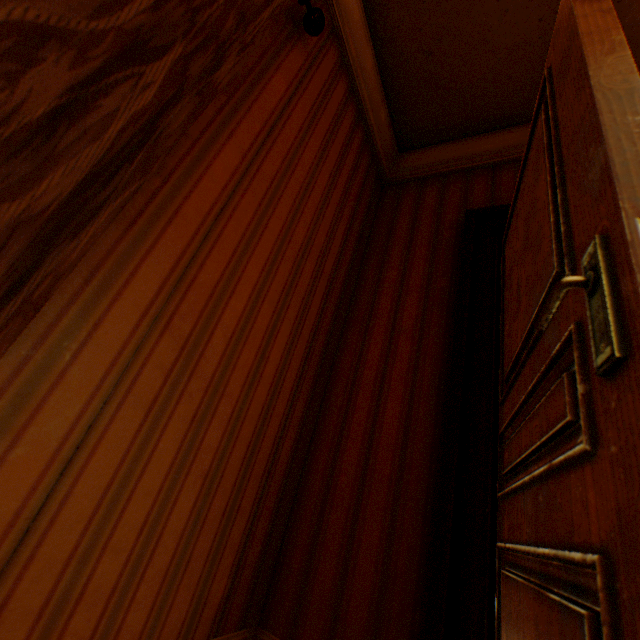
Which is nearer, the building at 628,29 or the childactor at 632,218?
the childactor at 632,218

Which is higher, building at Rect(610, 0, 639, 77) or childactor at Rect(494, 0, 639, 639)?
building at Rect(610, 0, 639, 77)

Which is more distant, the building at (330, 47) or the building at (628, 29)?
the building at (628, 29)

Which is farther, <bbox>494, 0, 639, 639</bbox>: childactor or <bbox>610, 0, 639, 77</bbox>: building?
<bbox>610, 0, 639, 77</bbox>: building

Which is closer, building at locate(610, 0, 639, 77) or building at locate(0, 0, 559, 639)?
building at locate(0, 0, 559, 639)

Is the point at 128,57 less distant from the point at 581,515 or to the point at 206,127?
the point at 206,127
